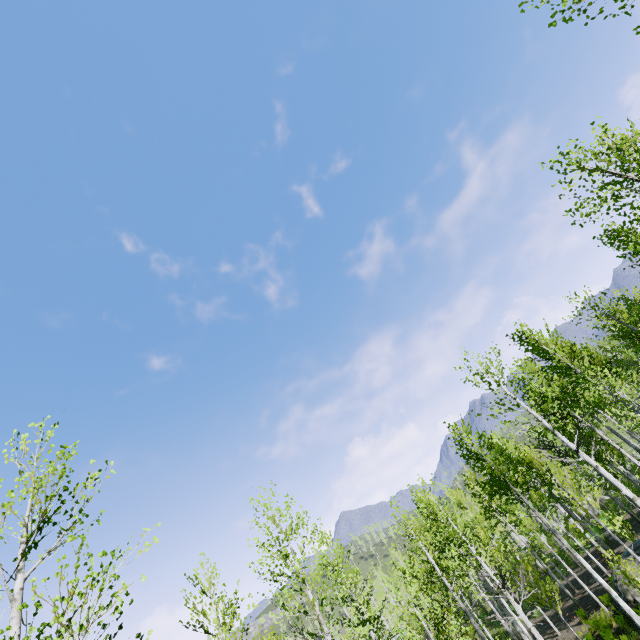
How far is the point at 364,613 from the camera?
21.1 meters
